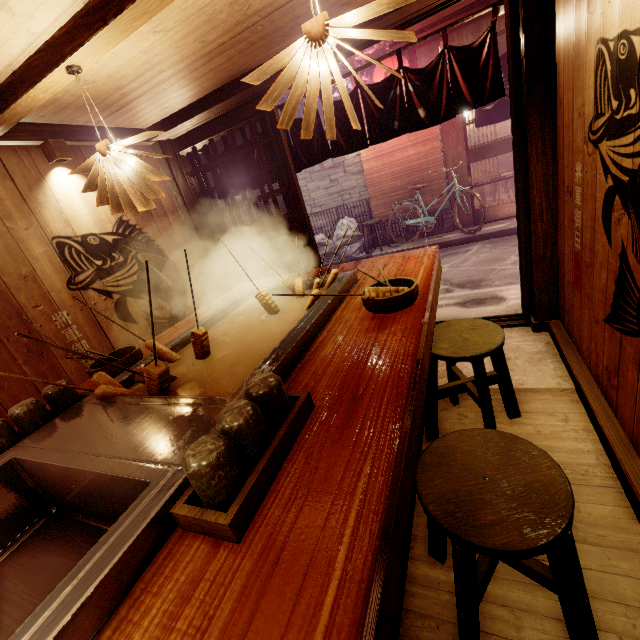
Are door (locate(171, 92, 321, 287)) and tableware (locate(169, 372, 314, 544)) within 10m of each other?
yes

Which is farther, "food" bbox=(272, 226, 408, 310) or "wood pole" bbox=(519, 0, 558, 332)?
"wood pole" bbox=(519, 0, 558, 332)

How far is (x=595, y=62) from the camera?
3.0 meters

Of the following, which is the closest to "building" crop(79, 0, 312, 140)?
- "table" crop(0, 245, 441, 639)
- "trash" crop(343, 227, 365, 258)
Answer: "table" crop(0, 245, 441, 639)

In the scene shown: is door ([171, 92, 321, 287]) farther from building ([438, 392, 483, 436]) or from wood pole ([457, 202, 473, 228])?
wood pole ([457, 202, 473, 228])

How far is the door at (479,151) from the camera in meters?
12.3

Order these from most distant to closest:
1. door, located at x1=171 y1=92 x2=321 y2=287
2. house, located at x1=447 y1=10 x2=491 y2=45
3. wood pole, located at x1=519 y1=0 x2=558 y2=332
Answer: house, located at x1=447 y1=10 x2=491 y2=45 → door, located at x1=171 y1=92 x2=321 y2=287 → wood pole, located at x1=519 y1=0 x2=558 y2=332

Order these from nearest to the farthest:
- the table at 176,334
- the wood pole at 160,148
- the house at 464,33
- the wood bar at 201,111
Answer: the table at 176,334, the wood bar at 201,111, the wood pole at 160,148, the house at 464,33
